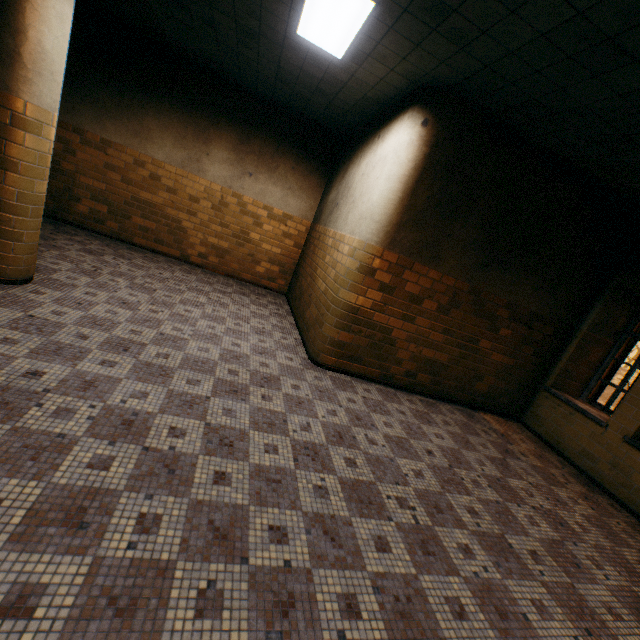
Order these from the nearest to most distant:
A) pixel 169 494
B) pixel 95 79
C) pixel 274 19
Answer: pixel 169 494 < pixel 274 19 < pixel 95 79
